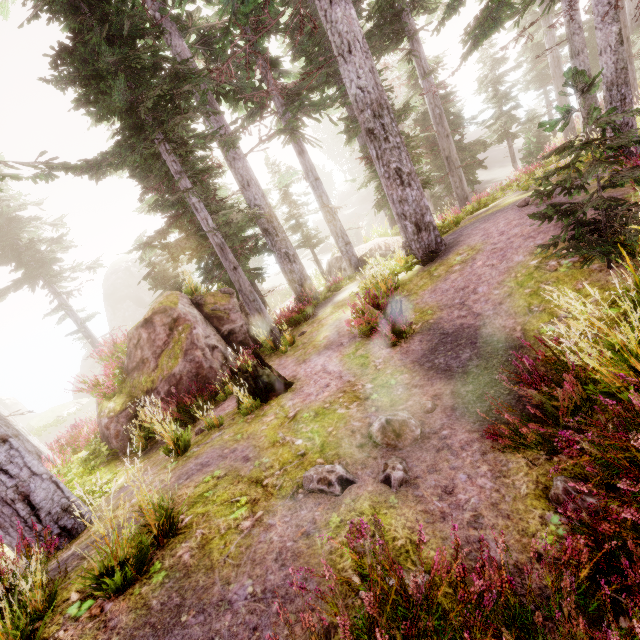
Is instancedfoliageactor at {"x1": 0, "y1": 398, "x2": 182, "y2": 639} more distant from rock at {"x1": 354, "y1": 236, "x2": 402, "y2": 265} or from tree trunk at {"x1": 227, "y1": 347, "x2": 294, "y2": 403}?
tree trunk at {"x1": 227, "y1": 347, "x2": 294, "y2": 403}

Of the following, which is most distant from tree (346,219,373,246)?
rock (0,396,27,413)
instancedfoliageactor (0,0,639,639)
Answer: rock (0,396,27,413)

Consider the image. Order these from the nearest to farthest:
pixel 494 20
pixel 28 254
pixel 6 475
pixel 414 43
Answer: pixel 6 475 → pixel 494 20 → pixel 414 43 → pixel 28 254

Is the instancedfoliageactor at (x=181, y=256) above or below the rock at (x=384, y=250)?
above

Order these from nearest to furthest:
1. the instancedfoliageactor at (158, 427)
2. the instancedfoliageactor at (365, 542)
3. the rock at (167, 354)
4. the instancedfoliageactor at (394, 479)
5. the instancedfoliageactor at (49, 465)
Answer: the instancedfoliageactor at (365, 542), the instancedfoliageactor at (49, 465), the instancedfoliageactor at (394, 479), the instancedfoliageactor at (158, 427), the rock at (167, 354)

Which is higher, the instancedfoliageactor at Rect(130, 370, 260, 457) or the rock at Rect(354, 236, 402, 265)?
the instancedfoliageactor at Rect(130, 370, 260, 457)

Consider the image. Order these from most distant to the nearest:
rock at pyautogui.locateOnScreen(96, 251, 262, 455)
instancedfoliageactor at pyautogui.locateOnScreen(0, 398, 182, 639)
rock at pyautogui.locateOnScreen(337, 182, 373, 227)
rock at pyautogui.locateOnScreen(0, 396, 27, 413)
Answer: rock at pyautogui.locateOnScreen(337, 182, 373, 227)
rock at pyautogui.locateOnScreen(0, 396, 27, 413)
rock at pyautogui.locateOnScreen(96, 251, 262, 455)
instancedfoliageactor at pyautogui.locateOnScreen(0, 398, 182, 639)

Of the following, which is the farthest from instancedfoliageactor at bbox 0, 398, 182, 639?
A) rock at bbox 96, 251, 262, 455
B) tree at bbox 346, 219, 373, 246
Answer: tree at bbox 346, 219, 373, 246
